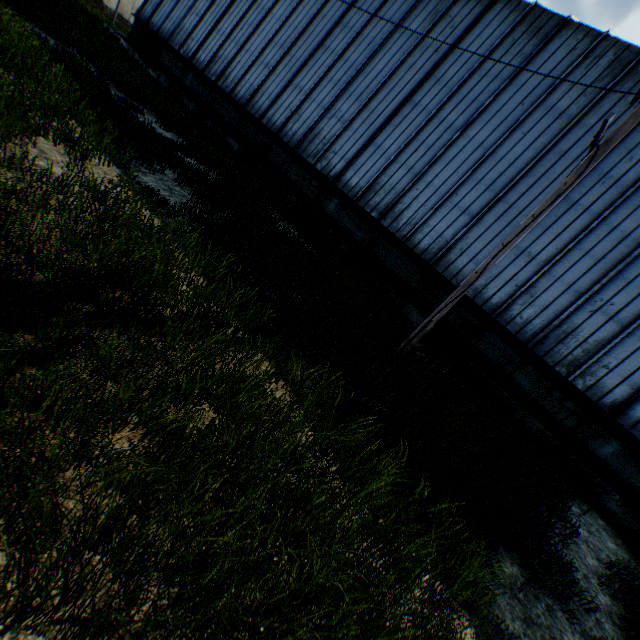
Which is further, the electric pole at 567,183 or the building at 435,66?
the building at 435,66

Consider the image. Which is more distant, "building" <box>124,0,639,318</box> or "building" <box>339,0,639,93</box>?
"building" <box>124,0,639,318</box>

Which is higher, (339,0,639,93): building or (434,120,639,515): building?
(339,0,639,93): building

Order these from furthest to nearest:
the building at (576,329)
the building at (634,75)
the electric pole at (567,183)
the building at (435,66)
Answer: the building at (435,66) → the building at (634,75) → the building at (576,329) → the electric pole at (567,183)

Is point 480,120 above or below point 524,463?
above

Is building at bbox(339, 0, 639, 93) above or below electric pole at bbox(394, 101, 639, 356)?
above

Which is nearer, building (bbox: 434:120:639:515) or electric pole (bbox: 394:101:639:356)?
electric pole (bbox: 394:101:639:356)

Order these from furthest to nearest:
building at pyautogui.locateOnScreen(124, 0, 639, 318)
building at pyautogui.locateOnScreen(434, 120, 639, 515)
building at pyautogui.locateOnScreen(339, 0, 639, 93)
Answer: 1. building at pyautogui.locateOnScreen(124, 0, 639, 318)
2. building at pyautogui.locateOnScreen(339, 0, 639, 93)
3. building at pyautogui.locateOnScreen(434, 120, 639, 515)
